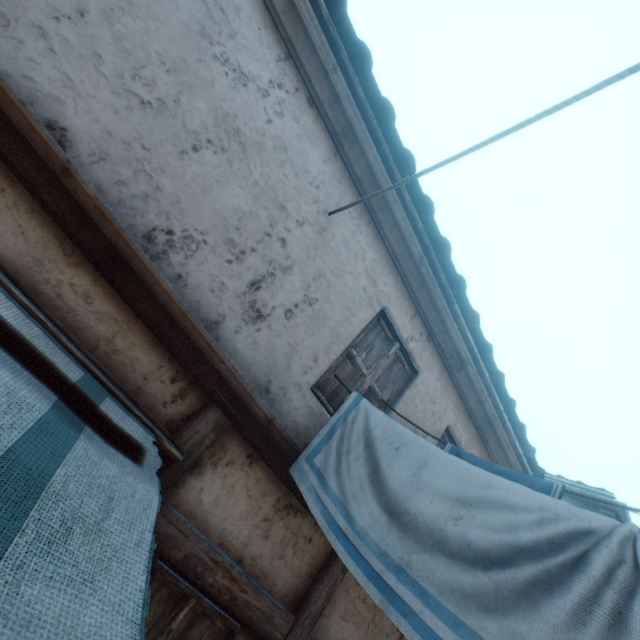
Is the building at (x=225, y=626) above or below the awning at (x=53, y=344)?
below

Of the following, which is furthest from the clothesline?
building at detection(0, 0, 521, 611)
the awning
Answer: the awning

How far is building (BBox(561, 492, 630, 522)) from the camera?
8.99m

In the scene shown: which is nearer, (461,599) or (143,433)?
(461,599)

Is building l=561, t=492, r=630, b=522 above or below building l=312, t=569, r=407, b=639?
above

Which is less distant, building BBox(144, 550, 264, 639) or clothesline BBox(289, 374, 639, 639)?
clothesline BBox(289, 374, 639, 639)

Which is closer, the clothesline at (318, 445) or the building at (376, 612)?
the clothesline at (318, 445)

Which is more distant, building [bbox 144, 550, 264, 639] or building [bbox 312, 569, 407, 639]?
building [bbox 312, 569, 407, 639]
